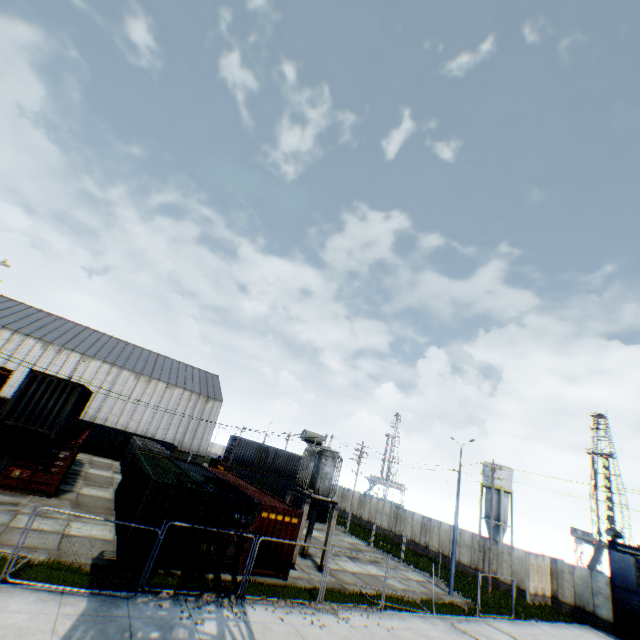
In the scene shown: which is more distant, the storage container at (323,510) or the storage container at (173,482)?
the storage container at (323,510)

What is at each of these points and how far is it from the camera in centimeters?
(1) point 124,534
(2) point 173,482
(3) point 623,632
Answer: (1) storage container, 1402cm
(2) storage container, 1515cm
(3) metal gate, 2302cm

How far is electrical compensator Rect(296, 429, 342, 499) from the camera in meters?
19.9

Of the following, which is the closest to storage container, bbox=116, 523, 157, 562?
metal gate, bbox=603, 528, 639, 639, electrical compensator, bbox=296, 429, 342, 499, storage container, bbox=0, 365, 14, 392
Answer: electrical compensator, bbox=296, 429, 342, 499

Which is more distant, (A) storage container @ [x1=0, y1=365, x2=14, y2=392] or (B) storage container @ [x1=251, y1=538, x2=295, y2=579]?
(A) storage container @ [x1=0, y1=365, x2=14, y2=392]

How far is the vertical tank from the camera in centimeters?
4544cm

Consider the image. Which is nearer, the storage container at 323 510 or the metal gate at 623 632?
the metal gate at 623 632

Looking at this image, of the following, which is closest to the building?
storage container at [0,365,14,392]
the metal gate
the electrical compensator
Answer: storage container at [0,365,14,392]
